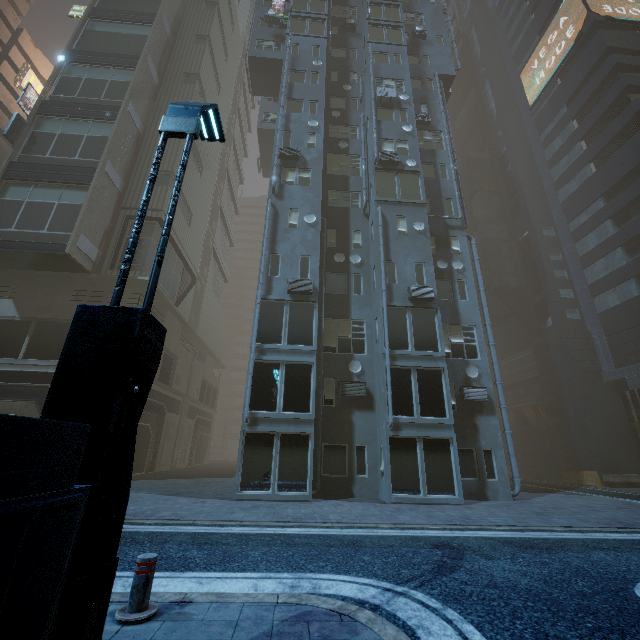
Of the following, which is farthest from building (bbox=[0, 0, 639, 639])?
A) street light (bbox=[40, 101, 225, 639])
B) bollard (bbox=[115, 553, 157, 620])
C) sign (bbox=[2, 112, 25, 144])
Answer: bollard (bbox=[115, 553, 157, 620])

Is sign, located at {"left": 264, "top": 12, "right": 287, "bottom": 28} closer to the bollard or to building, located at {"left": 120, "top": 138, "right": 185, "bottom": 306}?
building, located at {"left": 120, "top": 138, "right": 185, "bottom": 306}

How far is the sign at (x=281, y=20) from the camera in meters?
25.2

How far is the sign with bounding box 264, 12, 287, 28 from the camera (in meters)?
25.23

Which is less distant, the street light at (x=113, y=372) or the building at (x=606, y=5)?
the street light at (x=113, y=372)

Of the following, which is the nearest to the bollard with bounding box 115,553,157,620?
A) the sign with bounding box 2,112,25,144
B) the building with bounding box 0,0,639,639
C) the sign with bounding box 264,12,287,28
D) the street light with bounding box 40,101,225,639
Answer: the street light with bounding box 40,101,225,639

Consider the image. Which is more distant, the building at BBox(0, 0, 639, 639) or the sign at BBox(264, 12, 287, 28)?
the sign at BBox(264, 12, 287, 28)

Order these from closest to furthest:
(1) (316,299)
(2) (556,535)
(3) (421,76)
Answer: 1. (2) (556,535)
2. (1) (316,299)
3. (3) (421,76)
